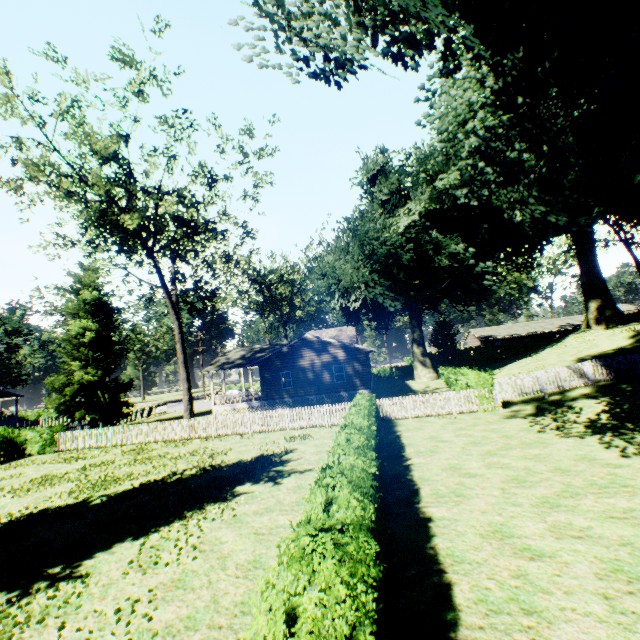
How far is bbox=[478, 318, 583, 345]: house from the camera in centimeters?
5716cm

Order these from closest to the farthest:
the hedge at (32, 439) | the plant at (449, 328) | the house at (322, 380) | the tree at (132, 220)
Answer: the tree at (132, 220) → the hedge at (32, 439) → the house at (322, 380) → the plant at (449, 328)

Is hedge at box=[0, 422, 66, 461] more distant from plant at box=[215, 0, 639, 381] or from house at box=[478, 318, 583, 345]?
house at box=[478, 318, 583, 345]

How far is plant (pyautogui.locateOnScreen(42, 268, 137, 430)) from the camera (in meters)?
27.88

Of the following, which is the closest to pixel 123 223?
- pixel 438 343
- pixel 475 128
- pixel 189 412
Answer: pixel 189 412

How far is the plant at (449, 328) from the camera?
49.41m

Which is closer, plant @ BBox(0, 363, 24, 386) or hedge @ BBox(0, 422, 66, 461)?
hedge @ BBox(0, 422, 66, 461)

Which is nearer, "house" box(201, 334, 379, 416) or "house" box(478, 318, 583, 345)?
A: "house" box(201, 334, 379, 416)
